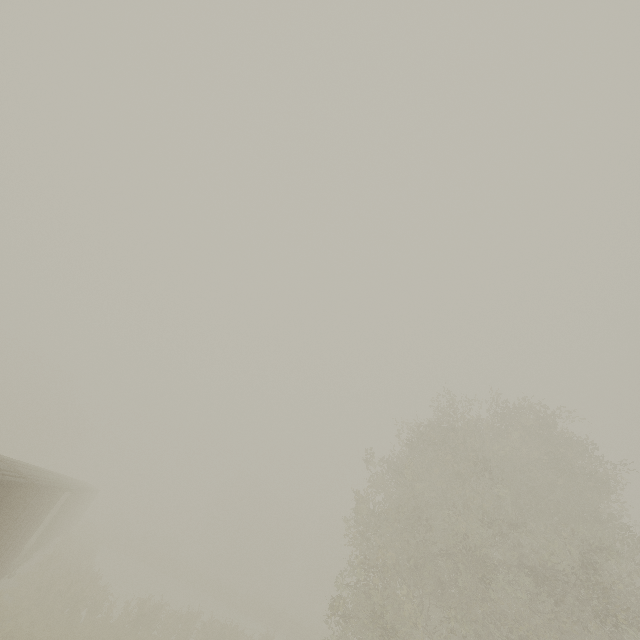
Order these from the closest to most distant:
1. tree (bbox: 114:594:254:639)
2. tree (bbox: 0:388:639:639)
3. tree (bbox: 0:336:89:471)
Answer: tree (bbox: 0:388:639:639)
tree (bbox: 114:594:254:639)
tree (bbox: 0:336:89:471)

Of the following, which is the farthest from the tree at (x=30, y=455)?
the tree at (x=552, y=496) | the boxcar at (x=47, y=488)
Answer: the boxcar at (x=47, y=488)

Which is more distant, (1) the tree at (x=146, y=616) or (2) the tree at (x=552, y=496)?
(1) the tree at (x=146, y=616)

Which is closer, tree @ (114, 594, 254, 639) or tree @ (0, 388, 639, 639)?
tree @ (0, 388, 639, 639)

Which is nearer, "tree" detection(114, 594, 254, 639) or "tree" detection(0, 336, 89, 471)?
"tree" detection(114, 594, 254, 639)

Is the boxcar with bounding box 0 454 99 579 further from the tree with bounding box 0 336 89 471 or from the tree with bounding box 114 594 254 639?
the tree with bounding box 0 336 89 471

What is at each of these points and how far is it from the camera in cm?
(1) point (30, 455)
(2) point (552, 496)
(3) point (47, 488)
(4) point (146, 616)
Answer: (1) tree, 4347
(2) tree, 1647
(3) boxcar, 1184
(4) tree, 1988

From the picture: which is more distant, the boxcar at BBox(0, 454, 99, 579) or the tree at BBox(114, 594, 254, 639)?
the tree at BBox(114, 594, 254, 639)
